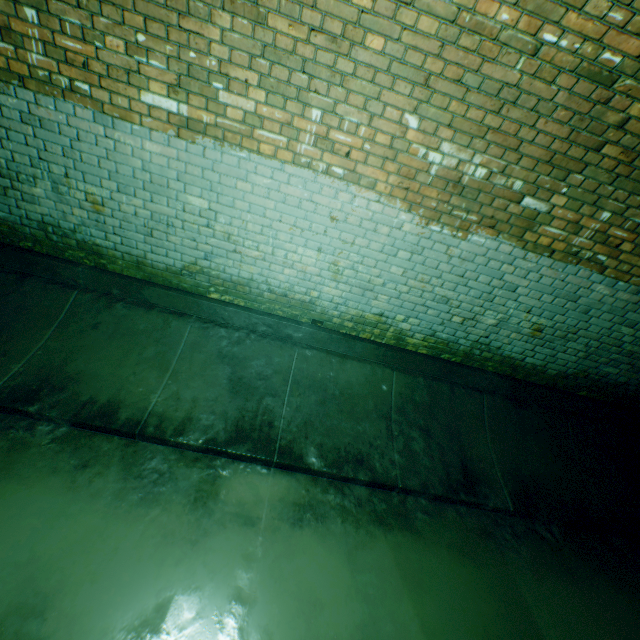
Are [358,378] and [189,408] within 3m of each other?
yes
